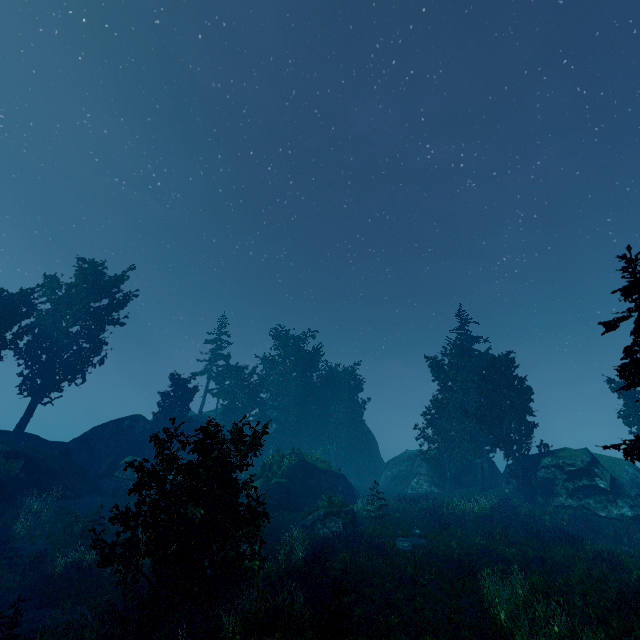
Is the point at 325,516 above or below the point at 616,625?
above

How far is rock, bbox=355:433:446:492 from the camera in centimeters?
3478cm

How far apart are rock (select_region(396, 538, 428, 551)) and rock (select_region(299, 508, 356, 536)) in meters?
3.5 m

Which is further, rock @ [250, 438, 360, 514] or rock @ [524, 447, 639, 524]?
rock @ [250, 438, 360, 514]

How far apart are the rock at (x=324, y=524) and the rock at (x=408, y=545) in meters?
3.5 m

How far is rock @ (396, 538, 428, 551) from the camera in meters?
18.0

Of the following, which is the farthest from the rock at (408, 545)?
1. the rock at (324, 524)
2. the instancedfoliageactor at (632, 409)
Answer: the instancedfoliageactor at (632, 409)

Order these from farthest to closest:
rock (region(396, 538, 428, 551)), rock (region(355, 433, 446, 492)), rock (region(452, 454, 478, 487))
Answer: rock (region(452, 454, 478, 487))
rock (region(355, 433, 446, 492))
rock (region(396, 538, 428, 551))
